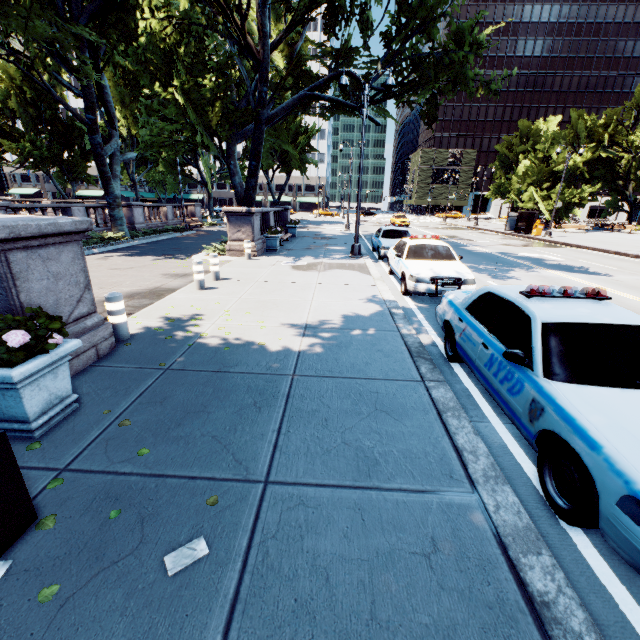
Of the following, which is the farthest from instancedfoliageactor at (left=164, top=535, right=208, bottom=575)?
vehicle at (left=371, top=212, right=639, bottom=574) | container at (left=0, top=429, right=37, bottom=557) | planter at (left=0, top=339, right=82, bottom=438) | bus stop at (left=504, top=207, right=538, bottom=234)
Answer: bus stop at (left=504, top=207, right=538, bottom=234)

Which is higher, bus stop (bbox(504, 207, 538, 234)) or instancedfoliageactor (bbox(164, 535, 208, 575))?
bus stop (bbox(504, 207, 538, 234))

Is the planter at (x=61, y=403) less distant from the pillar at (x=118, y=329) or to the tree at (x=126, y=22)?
the pillar at (x=118, y=329)

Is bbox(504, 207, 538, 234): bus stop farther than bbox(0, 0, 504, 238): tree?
Yes

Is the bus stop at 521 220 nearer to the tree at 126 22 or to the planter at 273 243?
the tree at 126 22

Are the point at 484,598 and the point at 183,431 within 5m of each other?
yes

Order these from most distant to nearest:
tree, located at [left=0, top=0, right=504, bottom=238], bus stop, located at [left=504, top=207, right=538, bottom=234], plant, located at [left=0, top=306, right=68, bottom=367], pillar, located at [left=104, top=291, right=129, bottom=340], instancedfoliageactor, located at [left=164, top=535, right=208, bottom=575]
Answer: bus stop, located at [left=504, top=207, right=538, bottom=234] → tree, located at [left=0, top=0, right=504, bottom=238] → pillar, located at [left=104, top=291, right=129, bottom=340] → plant, located at [left=0, top=306, right=68, bottom=367] → instancedfoliageactor, located at [left=164, top=535, right=208, bottom=575]

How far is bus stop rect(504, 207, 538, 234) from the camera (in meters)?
30.66
